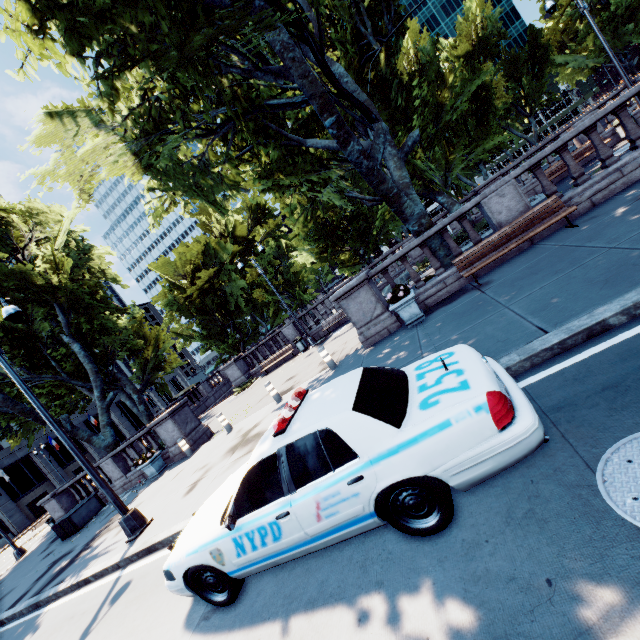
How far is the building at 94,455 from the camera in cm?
4903

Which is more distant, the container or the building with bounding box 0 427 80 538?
the building with bounding box 0 427 80 538

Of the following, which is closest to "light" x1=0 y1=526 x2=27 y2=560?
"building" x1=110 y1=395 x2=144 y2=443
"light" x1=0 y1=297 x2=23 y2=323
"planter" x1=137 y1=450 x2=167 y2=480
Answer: "planter" x1=137 y1=450 x2=167 y2=480

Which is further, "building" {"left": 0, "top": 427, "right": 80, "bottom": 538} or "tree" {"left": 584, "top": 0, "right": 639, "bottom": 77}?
"tree" {"left": 584, "top": 0, "right": 639, "bottom": 77}

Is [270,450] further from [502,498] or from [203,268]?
[203,268]

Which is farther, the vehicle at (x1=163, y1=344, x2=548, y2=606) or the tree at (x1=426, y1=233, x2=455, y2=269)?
the tree at (x1=426, y1=233, x2=455, y2=269)

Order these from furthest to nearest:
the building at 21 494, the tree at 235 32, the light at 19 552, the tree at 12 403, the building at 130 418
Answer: the building at 130 418 < the building at 21 494 < the light at 19 552 < the tree at 12 403 < the tree at 235 32
